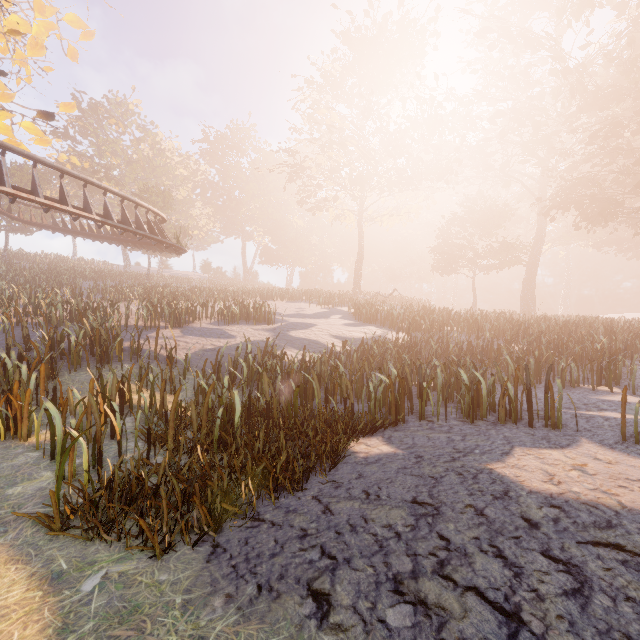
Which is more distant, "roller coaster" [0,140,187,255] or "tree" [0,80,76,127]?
"roller coaster" [0,140,187,255]

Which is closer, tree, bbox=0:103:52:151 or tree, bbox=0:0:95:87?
tree, bbox=0:0:95:87

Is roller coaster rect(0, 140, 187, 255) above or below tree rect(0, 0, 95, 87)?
below

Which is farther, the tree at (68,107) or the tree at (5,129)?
the tree at (5,129)

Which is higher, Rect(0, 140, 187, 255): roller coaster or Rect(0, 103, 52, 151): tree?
Rect(0, 103, 52, 151): tree

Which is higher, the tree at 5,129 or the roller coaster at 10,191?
the tree at 5,129

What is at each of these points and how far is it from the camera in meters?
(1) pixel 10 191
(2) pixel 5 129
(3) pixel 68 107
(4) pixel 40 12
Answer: (1) roller coaster, 10.4
(2) tree, 11.3
(3) tree, 12.1
(4) tree, 9.8
